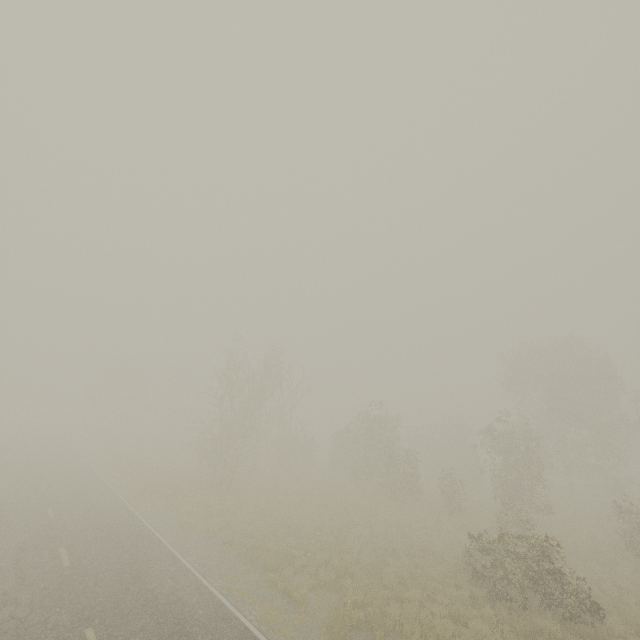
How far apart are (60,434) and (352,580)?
50.6m

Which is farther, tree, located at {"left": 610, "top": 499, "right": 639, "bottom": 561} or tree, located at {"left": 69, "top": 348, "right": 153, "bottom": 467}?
tree, located at {"left": 69, "top": 348, "right": 153, "bottom": 467}

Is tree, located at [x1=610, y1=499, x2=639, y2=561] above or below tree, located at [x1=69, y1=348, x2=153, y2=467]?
below

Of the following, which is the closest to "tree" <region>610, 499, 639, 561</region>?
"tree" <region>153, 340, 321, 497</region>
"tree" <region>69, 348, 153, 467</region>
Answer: "tree" <region>153, 340, 321, 497</region>

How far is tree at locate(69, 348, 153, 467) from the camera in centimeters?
4229cm

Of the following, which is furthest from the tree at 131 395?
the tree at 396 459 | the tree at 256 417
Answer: the tree at 396 459

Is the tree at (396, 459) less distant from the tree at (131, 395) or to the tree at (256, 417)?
the tree at (256, 417)

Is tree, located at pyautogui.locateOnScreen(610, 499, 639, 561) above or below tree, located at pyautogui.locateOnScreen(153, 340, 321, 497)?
below
